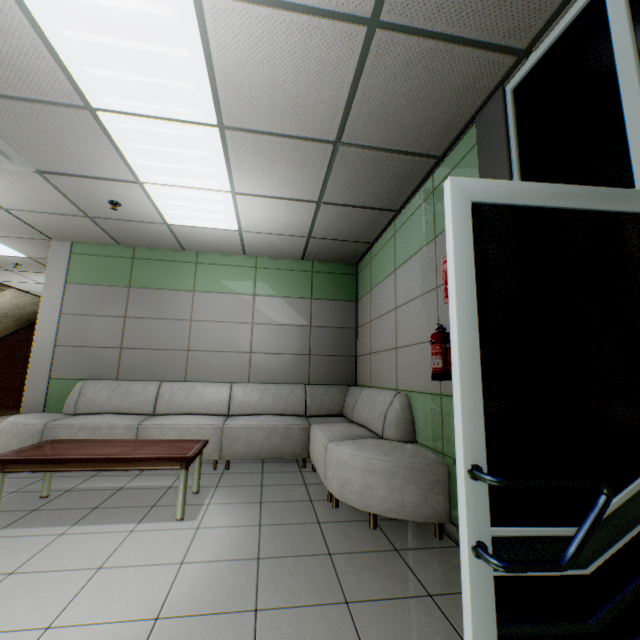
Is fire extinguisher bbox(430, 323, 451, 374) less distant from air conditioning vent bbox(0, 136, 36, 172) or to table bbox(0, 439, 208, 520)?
table bbox(0, 439, 208, 520)

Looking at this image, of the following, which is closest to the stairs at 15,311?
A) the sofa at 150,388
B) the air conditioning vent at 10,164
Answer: the sofa at 150,388

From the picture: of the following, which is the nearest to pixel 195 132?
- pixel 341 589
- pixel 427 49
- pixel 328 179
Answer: pixel 328 179

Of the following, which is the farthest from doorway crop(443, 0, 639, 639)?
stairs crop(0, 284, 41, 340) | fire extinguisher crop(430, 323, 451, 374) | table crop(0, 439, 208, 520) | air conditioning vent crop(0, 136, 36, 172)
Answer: stairs crop(0, 284, 41, 340)

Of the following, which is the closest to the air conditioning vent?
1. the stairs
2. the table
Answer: the table

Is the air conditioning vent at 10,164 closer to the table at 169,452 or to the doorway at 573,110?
the table at 169,452

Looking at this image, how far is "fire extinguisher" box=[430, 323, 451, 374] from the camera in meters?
2.6 m

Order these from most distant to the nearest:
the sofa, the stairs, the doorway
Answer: the stairs
the sofa
the doorway
